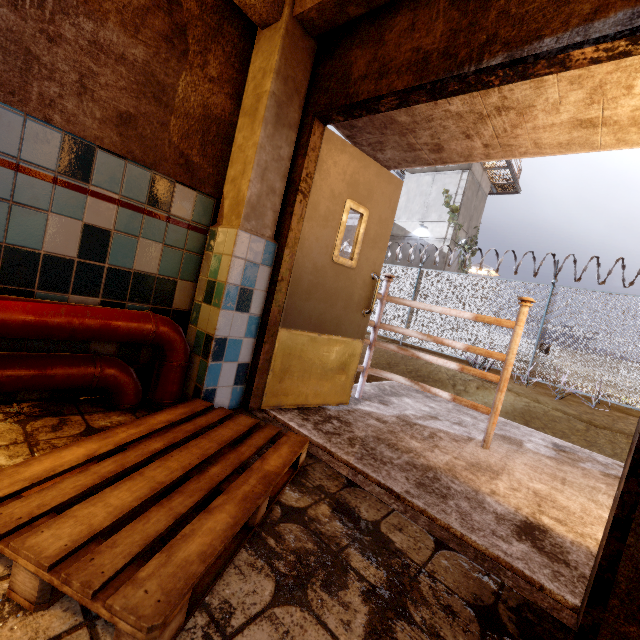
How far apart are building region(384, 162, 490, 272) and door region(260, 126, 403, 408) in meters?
16.7 m

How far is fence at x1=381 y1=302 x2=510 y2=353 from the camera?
9.91m

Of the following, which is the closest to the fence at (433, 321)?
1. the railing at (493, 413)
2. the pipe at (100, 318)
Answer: the railing at (493, 413)

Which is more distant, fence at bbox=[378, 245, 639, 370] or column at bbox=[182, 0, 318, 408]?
fence at bbox=[378, 245, 639, 370]

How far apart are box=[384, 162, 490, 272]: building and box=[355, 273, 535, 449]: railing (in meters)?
16.18

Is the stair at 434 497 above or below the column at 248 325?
below

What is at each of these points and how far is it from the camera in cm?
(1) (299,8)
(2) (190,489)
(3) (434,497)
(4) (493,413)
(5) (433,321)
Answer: (1) ceiling beam, 204
(2) pallet, 121
(3) stair, 183
(4) railing, 281
(5) fence, 1112

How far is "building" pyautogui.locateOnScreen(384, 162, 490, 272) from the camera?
18.42m
